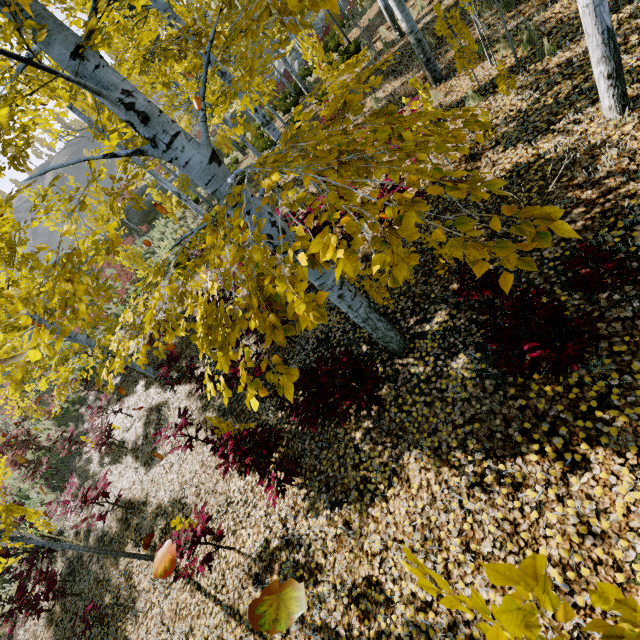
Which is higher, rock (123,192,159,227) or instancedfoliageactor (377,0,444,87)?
rock (123,192,159,227)

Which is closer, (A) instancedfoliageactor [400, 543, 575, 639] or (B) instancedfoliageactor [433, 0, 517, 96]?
(A) instancedfoliageactor [400, 543, 575, 639]

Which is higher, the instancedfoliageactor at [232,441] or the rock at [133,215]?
the rock at [133,215]

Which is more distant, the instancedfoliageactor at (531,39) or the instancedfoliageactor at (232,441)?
the instancedfoliageactor at (531,39)

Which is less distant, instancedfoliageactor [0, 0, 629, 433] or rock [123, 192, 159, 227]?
instancedfoliageactor [0, 0, 629, 433]

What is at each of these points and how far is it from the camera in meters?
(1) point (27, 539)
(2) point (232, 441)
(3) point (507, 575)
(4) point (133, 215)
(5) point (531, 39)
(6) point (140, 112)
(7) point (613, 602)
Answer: (1) instancedfoliageactor, 4.7
(2) instancedfoliageactor, 4.5
(3) instancedfoliageactor, 0.6
(4) rock, 26.6
(5) instancedfoliageactor, 5.7
(6) instancedfoliageactor, 2.4
(7) instancedfoliageactor, 0.6
